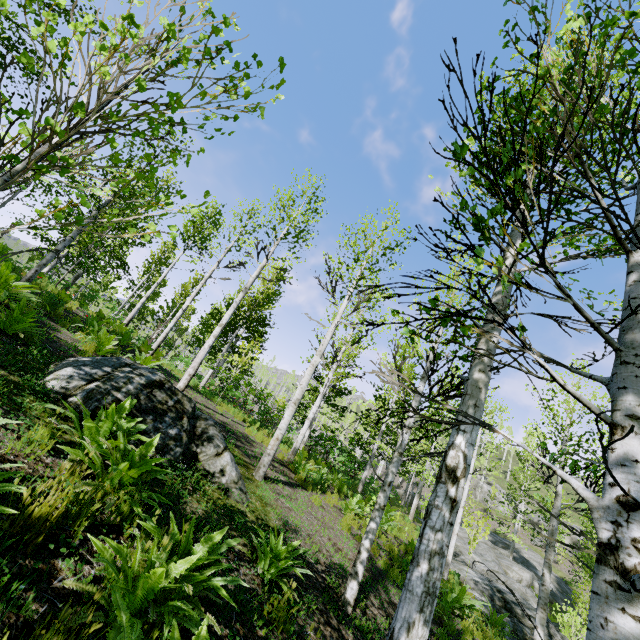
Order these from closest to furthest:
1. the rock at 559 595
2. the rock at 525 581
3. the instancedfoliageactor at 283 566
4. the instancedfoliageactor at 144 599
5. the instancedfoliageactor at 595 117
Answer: the instancedfoliageactor at 595 117, the instancedfoliageactor at 144 599, the instancedfoliageactor at 283 566, the rock at 525 581, the rock at 559 595

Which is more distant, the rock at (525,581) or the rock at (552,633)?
the rock at (525,581)

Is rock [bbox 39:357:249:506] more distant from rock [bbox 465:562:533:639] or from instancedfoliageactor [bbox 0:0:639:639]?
rock [bbox 465:562:533:639]

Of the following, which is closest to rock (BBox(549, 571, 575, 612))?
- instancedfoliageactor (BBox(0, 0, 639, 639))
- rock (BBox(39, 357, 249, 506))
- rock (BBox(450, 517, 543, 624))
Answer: instancedfoliageactor (BBox(0, 0, 639, 639))

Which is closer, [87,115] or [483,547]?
[87,115]

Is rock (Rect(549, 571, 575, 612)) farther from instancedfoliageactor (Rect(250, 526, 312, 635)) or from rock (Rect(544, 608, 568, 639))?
rock (Rect(544, 608, 568, 639))

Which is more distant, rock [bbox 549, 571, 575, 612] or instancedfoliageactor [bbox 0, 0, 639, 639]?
rock [bbox 549, 571, 575, 612]

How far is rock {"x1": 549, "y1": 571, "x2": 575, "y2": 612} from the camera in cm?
2592
